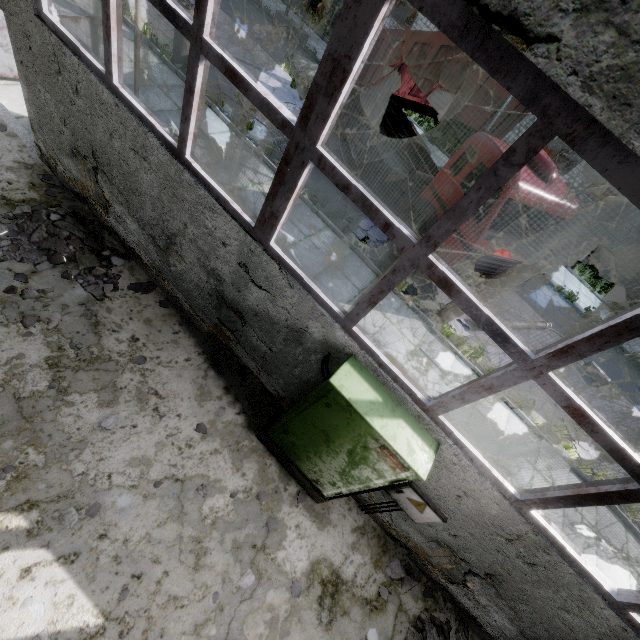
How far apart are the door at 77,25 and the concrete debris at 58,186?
0.6 meters

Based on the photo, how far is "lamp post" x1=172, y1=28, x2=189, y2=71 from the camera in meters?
9.4 m

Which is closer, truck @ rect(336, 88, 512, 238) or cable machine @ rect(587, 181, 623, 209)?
truck @ rect(336, 88, 512, 238)

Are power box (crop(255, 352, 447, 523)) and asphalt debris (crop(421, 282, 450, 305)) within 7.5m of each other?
yes

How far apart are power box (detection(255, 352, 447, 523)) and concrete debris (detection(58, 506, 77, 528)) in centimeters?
205cm

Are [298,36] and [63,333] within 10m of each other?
no

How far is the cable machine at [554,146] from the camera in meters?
21.6 m

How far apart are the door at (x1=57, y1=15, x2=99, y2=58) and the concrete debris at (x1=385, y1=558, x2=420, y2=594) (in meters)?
9.29
